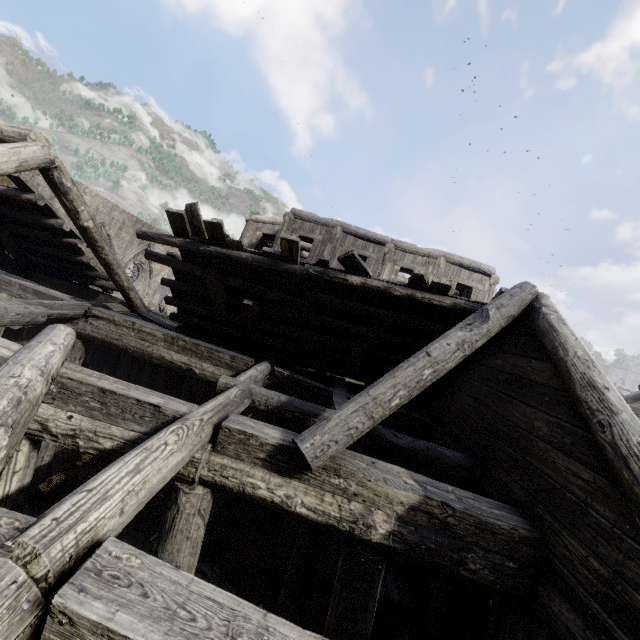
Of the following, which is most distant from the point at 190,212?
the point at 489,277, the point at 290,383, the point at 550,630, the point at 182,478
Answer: the point at 489,277

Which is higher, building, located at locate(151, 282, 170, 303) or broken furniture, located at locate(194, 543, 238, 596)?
building, located at locate(151, 282, 170, 303)

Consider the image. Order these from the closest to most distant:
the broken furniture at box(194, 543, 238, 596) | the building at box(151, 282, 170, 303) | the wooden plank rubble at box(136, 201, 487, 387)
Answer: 1. the wooden plank rubble at box(136, 201, 487, 387)
2. the broken furniture at box(194, 543, 238, 596)
3. the building at box(151, 282, 170, 303)

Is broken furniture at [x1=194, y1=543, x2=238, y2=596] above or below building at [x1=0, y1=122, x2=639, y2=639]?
below

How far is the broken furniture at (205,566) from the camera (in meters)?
7.03

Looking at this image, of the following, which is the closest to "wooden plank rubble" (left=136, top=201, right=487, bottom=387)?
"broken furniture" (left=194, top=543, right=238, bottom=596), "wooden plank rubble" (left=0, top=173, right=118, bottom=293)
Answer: "wooden plank rubble" (left=0, top=173, right=118, bottom=293)

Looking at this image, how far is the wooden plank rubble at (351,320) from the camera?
6.3 meters

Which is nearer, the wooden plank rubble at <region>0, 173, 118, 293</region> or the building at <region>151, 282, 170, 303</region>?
the wooden plank rubble at <region>0, 173, 118, 293</region>
